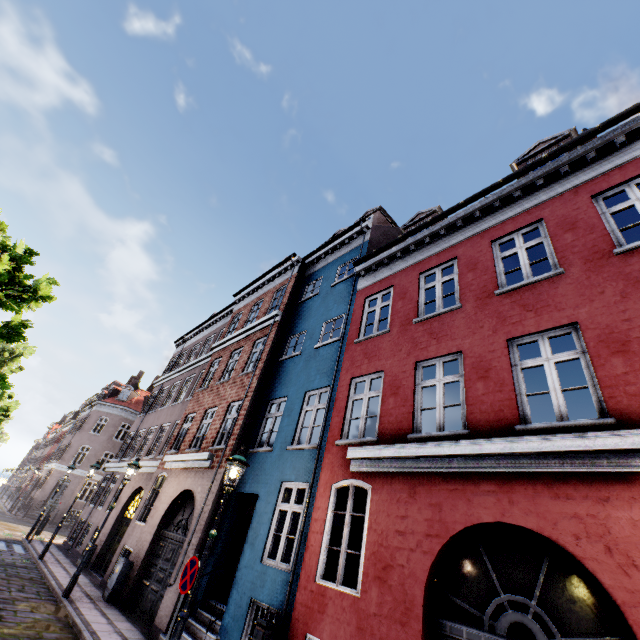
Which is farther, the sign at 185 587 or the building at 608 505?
the sign at 185 587

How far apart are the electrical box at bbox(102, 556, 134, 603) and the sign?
6.8m

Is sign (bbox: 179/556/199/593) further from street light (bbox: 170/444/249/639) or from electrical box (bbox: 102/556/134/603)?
electrical box (bbox: 102/556/134/603)

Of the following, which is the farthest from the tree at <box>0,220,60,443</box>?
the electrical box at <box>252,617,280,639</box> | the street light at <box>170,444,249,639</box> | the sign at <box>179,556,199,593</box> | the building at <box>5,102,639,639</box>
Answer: the electrical box at <box>252,617,280,639</box>

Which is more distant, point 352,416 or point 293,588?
point 352,416

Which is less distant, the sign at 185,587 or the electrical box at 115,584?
the sign at 185,587

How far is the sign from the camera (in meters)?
5.56

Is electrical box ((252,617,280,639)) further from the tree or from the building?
the tree
